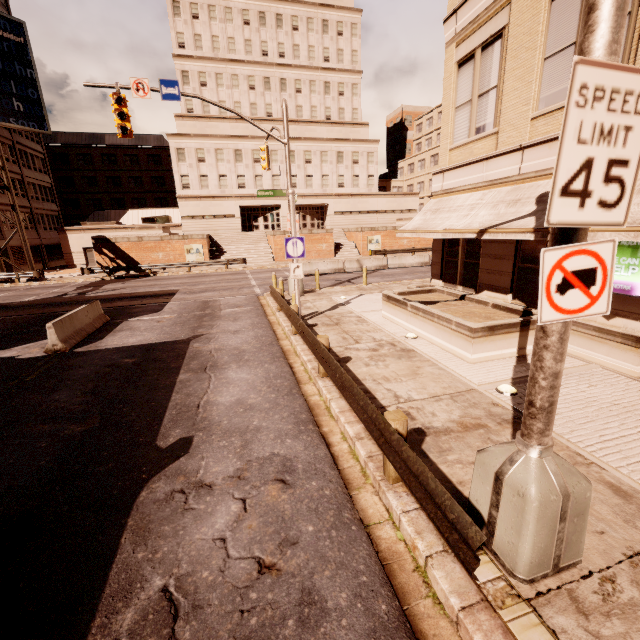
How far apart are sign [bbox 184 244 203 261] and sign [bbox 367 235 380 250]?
18.6 meters

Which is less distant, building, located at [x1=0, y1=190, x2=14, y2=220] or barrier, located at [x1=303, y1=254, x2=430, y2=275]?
barrier, located at [x1=303, y1=254, x2=430, y2=275]

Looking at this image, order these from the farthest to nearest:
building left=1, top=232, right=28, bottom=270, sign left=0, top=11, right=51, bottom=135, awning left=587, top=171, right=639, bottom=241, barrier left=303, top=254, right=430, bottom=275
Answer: building left=1, top=232, right=28, bottom=270, sign left=0, top=11, right=51, bottom=135, barrier left=303, top=254, right=430, bottom=275, awning left=587, top=171, right=639, bottom=241

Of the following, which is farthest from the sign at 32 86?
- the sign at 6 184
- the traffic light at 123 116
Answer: the traffic light at 123 116

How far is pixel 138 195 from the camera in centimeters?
5656cm

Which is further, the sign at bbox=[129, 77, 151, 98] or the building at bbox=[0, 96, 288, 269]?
the building at bbox=[0, 96, 288, 269]

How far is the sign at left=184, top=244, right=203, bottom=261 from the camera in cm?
3331

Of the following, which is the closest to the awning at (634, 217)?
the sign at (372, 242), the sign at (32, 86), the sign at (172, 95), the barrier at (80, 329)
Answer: the sign at (172, 95)
